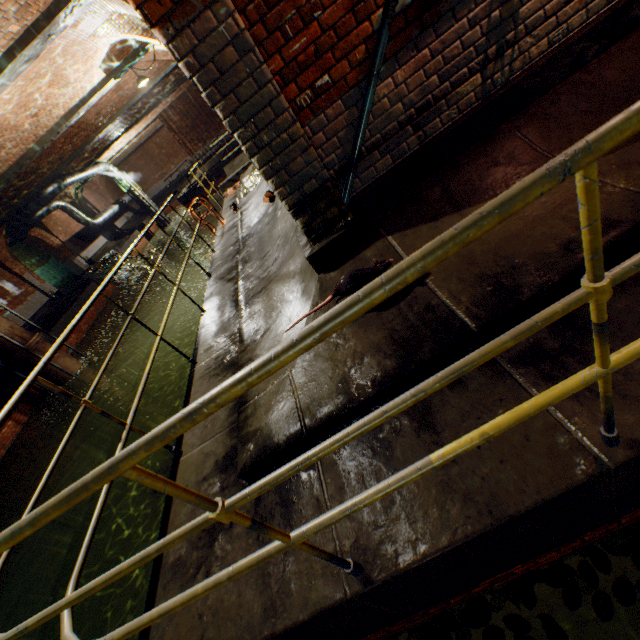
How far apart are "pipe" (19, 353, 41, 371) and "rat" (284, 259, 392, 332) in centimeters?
1241cm

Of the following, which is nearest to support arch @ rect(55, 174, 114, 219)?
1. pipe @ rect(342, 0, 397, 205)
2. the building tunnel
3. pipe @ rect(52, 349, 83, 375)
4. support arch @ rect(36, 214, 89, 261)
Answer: support arch @ rect(36, 214, 89, 261)

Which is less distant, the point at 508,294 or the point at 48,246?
the point at 508,294

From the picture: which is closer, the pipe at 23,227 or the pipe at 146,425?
the pipe at 146,425

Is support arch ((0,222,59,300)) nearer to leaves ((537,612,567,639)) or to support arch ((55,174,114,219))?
support arch ((55,174,114,219))

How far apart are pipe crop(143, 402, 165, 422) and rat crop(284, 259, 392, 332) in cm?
1318

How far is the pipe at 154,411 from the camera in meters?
13.3 m

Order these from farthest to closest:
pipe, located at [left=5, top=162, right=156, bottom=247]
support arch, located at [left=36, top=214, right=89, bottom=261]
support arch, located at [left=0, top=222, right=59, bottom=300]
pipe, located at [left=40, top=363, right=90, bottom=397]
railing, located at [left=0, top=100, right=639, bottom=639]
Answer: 1. support arch, located at [left=36, top=214, right=89, bottom=261]
2. pipe, located at [left=5, top=162, right=156, bottom=247]
3. support arch, located at [left=0, top=222, right=59, bottom=300]
4. pipe, located at [left=40, top=363, right=90, bottom=397]
5. railing, located at [left=0, top=100, right=639, bottom=639]
